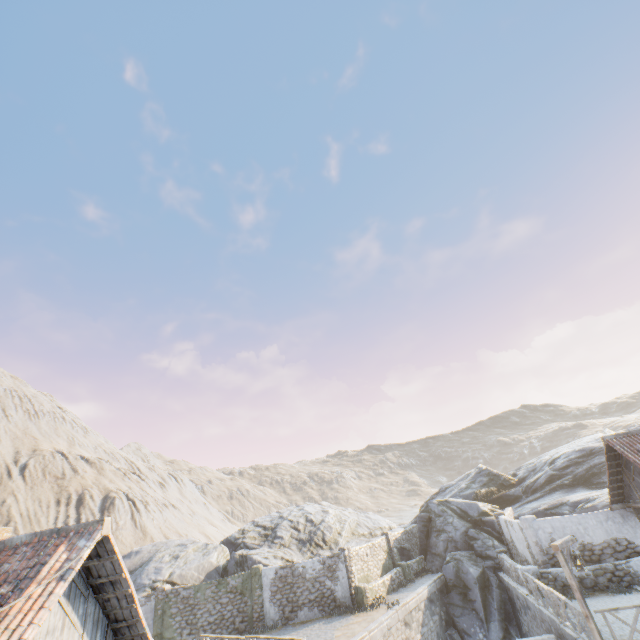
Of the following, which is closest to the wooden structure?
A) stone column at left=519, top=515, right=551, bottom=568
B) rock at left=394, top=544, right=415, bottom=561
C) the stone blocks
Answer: the stone blocks

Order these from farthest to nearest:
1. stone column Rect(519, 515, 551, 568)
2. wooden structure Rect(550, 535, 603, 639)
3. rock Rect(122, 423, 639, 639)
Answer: rock Rect(122, 423, 639, 639)
stone column Rect(519, 515, 551, 568)
wooden structure Rect(550, 535, 603, 639)

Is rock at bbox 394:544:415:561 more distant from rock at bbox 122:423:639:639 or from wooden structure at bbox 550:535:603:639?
wooden structure at bbox 550:535:603:639

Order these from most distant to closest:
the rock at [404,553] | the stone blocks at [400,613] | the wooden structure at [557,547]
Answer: the rock at [404,553] < the stone blocks at [400,613] < the wooden structure at [557,547]

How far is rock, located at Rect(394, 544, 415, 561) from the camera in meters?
26.1

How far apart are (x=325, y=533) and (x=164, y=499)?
45.1m

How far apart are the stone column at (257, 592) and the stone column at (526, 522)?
16.2 meters

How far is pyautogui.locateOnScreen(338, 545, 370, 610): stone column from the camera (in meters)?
19.64
